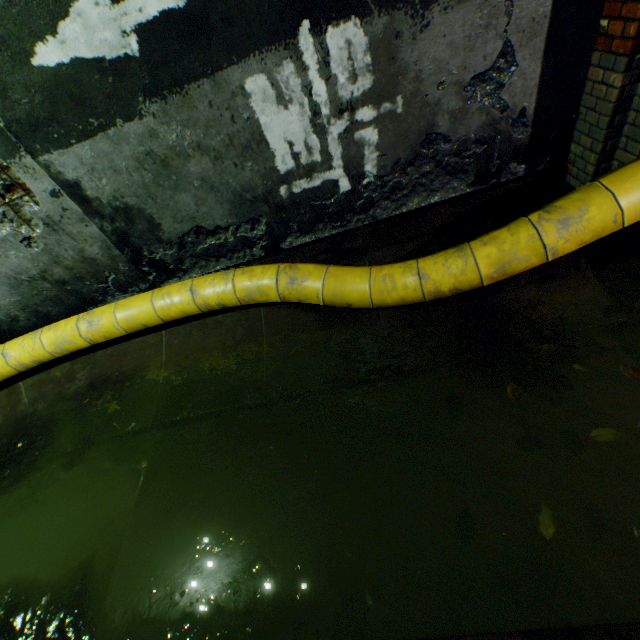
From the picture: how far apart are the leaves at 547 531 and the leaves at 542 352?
1.05m

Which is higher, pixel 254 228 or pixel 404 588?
pixel 254 228

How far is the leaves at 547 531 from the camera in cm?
171

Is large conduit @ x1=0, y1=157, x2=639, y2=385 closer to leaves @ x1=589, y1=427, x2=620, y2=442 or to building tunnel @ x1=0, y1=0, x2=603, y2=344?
building tunnel @ x1=0, y1=0, x2=603, y2=344

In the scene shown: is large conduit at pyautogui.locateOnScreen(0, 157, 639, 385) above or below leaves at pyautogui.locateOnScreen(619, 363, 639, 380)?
A: above

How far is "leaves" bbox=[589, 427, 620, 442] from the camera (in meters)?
1.90

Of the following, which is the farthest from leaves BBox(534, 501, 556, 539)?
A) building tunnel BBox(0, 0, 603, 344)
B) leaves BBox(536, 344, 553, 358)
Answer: leaves BBox(536, 344, 553, 358)

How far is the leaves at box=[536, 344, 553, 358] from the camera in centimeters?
235cm
